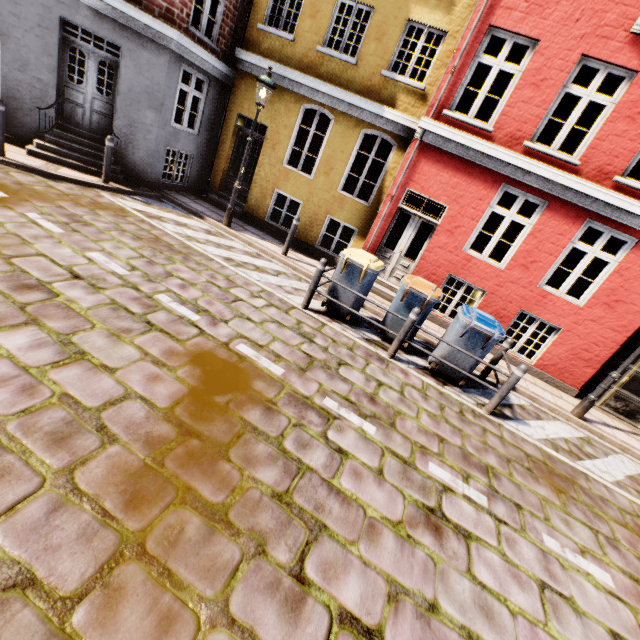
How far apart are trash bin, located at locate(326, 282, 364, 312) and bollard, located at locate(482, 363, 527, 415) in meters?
2.9

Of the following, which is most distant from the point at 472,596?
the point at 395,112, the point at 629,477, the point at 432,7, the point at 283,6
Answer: the point at 283,6

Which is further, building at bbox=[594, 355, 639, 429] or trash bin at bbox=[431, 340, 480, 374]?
building at bbox=[594, 355, 639, 429]

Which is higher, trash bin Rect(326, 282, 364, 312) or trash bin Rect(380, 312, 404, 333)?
trash bin Rect(326, 282, 364, 312)

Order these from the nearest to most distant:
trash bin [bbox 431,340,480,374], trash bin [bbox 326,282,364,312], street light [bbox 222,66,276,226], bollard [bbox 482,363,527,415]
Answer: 1. bollard [bbox 482,363,527,415]
2. trash bin [bbox 431,340,480,374]
3. trash bin [bbox 326,282,364,312]
4. street light [bbox 222,66,276,226]

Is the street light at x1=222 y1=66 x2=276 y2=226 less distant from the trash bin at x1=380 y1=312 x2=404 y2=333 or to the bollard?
the trash bin at x1=380 y1=312 x2=404 y2=333

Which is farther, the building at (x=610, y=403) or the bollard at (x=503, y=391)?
the building at (x=610, y=403)

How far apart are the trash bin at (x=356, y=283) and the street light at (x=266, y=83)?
4.0 meters
